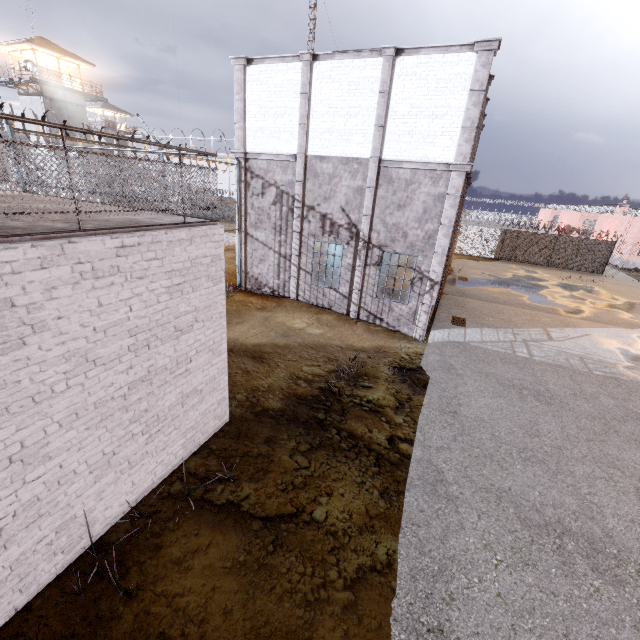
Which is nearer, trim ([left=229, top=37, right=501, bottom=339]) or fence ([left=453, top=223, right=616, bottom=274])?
trim ([left=229, top=37, right=501, bottom=339])

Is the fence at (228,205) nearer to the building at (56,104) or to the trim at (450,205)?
the trim at (450,205)

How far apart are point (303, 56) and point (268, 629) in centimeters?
1517cm

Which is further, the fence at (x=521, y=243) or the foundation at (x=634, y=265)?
the foundation at (x=634, y=265)

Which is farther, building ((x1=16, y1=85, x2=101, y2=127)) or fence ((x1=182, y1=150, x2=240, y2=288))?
building ((x1=16, y1=85, x2=101, y2=127))

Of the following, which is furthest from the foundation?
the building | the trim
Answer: the building

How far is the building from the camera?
31.3 meters

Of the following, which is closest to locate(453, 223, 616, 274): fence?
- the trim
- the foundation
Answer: the trim
